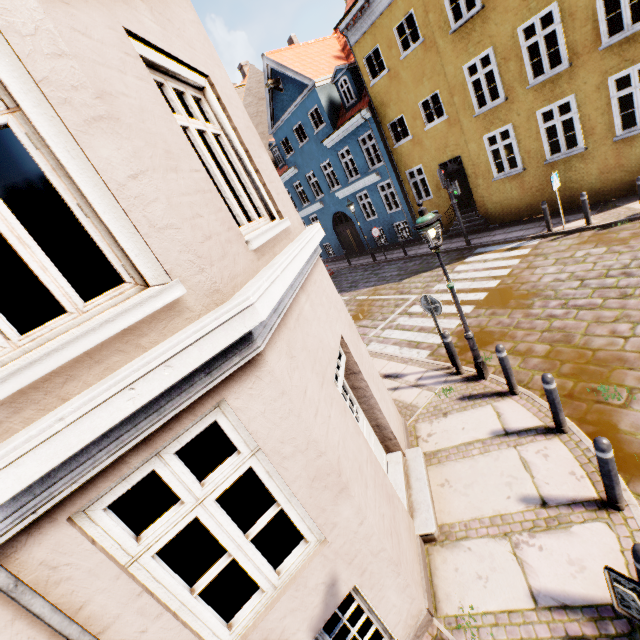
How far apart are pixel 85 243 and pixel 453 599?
13.9m

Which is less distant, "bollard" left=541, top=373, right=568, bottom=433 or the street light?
"bollard" left=541, top=373, right=568, bottom=433

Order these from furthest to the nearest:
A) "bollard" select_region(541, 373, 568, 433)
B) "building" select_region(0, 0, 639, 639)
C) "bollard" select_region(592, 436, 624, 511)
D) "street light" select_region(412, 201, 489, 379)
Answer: "street light" select_region(412, 201, 489, 379) → "bollard" select_region(541, 373, 568, 433) → "bollard" select_region(592, 436, 624, 511) → "building" select_region(0, 0, 639, 639)

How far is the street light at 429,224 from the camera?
5.5 meters

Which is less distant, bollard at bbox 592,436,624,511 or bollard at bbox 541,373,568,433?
bollard at bbox 592,436,624,511

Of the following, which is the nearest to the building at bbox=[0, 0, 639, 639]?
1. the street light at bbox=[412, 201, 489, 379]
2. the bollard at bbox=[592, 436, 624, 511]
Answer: the street light at bbox=[412, 201, 489, 379]

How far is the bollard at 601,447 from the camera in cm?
353

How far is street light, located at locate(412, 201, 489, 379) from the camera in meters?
5.5
